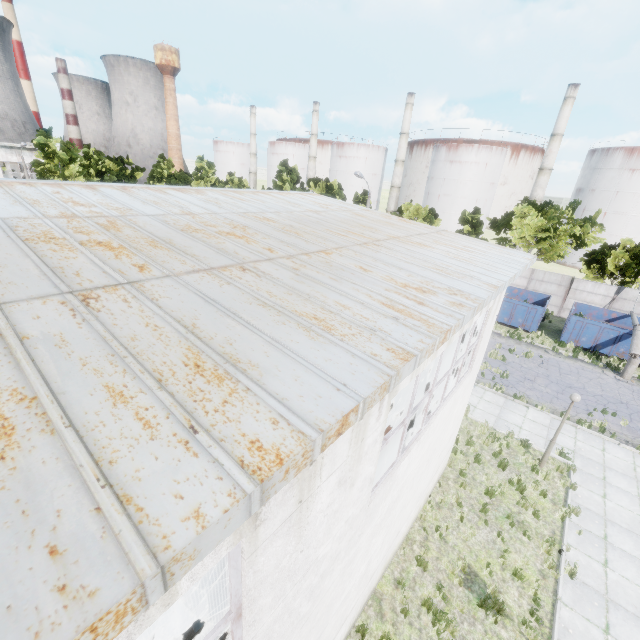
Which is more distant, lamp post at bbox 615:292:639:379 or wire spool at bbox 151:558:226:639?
lamp post at bbox 615:292:639:379

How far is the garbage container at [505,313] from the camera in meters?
24.2

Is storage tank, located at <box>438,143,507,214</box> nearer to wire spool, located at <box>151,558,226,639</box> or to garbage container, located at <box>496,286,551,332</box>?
garbage container, located at <box>496,286,551,332</box>

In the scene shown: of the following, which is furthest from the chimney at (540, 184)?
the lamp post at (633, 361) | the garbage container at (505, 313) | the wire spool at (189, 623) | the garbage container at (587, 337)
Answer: the wire spool at (189, 623)

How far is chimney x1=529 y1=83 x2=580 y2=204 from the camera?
47.3m

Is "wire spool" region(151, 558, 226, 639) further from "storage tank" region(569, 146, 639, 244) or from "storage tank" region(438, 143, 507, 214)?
"storage tank" region(438, 143, 507, 214)

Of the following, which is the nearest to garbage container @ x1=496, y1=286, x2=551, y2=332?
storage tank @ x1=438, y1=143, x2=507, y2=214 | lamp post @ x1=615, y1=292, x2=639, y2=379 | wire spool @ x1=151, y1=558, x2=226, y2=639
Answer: lamp post @ x1=615, y1=292, x2=639, y2=379

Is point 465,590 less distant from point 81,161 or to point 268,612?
point 268,612
